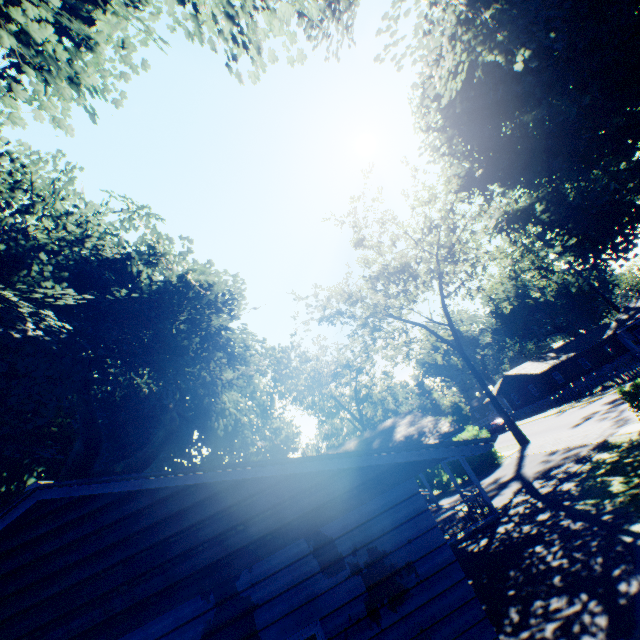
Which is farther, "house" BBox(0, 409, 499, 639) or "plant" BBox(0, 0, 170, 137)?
"plant" BBox(0, 0, 170, 137)

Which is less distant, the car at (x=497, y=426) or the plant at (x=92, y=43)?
the plant at (x=92, y=43)

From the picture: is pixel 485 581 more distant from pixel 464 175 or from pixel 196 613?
pixel 464 175

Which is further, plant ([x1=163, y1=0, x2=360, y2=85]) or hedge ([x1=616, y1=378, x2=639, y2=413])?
hedge ([x1=616, y1=378, x2=639, y2=413])

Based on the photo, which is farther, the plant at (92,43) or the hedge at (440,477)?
the hedge at (440,477)

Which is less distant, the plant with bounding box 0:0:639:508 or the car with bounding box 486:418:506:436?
the plant with bounding box 0:0:639:508

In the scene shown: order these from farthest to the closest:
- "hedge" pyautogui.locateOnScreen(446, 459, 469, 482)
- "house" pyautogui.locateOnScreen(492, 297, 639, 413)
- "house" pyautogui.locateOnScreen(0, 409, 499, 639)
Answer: "house" pyautogui.locateOnScreen(492, 297, 639, 413), "hedge" pyautogui.locateOnScreen(446, 459, 469, 482), "house" pyautogui.locateOnScreen(0, 409, 499, 639)

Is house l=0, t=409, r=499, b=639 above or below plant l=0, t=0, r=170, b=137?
below
